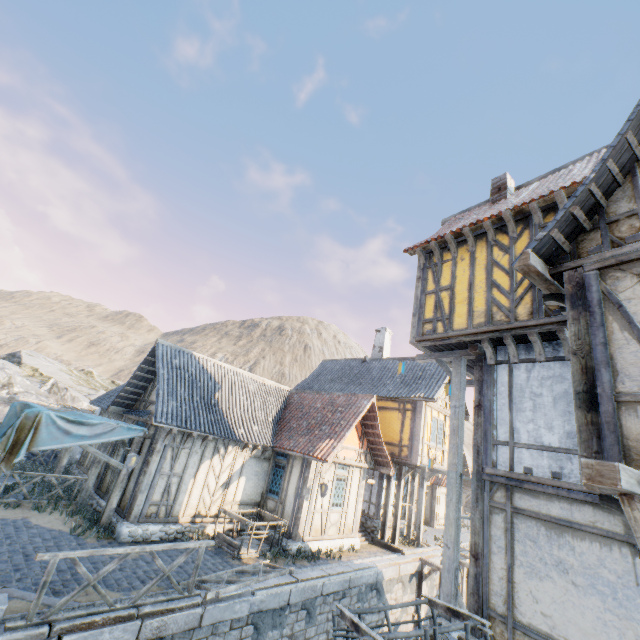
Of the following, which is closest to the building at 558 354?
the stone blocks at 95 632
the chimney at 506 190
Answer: the stone blocks at 95 632

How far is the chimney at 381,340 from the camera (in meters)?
22.00

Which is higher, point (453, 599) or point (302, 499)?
point (302, 499)

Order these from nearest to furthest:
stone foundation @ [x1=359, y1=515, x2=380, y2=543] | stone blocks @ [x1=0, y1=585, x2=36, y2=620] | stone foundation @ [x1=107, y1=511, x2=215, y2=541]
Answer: stone blocks @ [x1=0, y1=585, x2=36, y2=620], stone foundation @ [x1=107, y1=511, x2=215, y2=541], stone foundation @ [x1=359, y1=515, x2=380, y2=543]

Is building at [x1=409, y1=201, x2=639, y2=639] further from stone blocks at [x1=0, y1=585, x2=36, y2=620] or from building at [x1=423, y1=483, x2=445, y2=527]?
building at [x1=423, y1=483, x2=445, y2=527]

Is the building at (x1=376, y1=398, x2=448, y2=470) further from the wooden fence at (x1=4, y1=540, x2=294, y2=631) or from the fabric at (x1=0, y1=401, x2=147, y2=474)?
the fabric at (x1=0, y1=401, x2=147, y2=474)

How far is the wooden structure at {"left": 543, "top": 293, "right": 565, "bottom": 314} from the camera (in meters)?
5.27

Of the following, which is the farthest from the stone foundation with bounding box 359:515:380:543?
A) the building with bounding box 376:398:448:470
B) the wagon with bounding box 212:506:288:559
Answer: the wagon with bounding box 212:506:288:559
